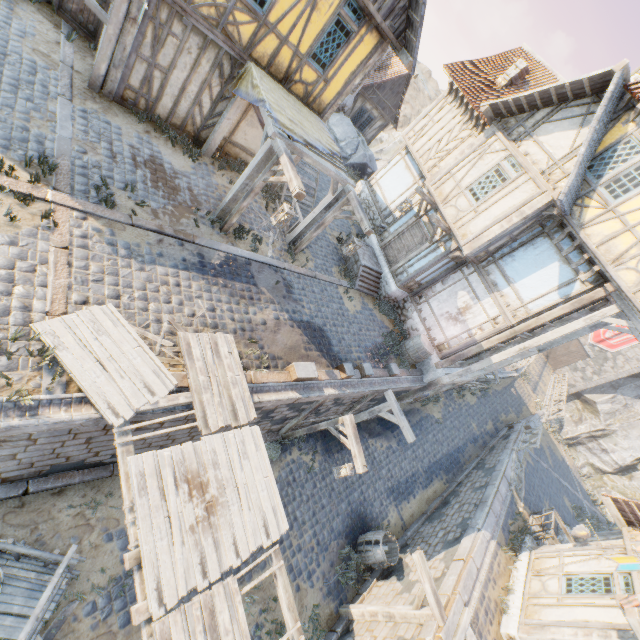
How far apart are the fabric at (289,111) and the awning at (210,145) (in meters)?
0.02

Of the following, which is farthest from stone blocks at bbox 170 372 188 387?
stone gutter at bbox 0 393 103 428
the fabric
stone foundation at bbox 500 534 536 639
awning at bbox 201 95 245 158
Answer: stone foundation at bbox 500 534 536 639

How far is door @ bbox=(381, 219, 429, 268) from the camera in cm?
1344

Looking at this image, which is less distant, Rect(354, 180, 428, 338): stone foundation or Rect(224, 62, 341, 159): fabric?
Rect(224, 62, 341, 159): fabric

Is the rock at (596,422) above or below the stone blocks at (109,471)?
above

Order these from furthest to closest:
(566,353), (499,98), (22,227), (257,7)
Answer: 1. (566,353)
2. (499,98)
3. (257,7)
4. (22,227)

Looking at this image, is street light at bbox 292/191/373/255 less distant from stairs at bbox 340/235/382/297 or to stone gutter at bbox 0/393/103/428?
stairs at bbox 340/235/382/297

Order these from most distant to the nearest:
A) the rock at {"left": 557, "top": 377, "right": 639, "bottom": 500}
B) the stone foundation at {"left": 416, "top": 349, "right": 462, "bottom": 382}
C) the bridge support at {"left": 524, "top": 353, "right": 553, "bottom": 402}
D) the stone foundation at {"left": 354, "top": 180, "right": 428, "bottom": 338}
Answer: the rock at {"left": 557, "top": 377, "right": 639, "bottom": 500} < the bridge support at {"left": 524, "top": 353, "right": 553, "bottom": 402} < the stone foundation at {"left": 354, "top": 180, "right": 428, "bottom": 338} < the stone foundation at {"left": 416, "top": 349, "right": 462, "bottom": 382}
